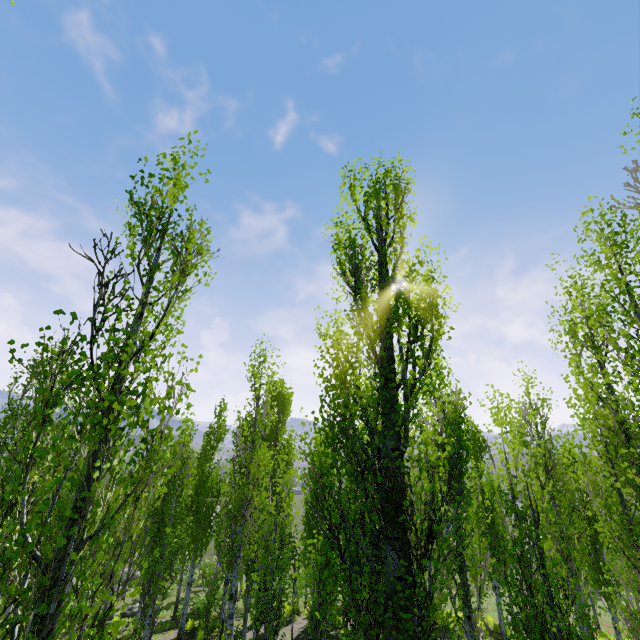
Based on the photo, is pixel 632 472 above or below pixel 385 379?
below
